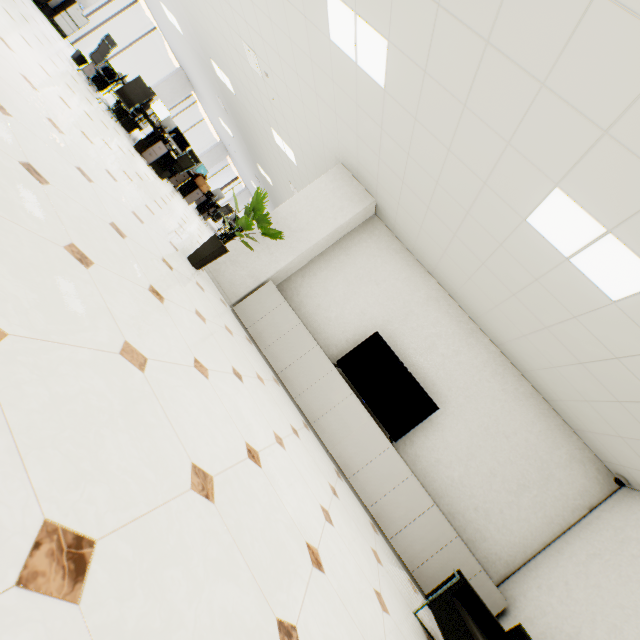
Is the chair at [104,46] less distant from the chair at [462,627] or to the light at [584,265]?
the light at [584,265]

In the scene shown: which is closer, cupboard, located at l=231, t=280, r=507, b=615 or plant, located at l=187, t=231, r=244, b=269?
cupboard, located at l=231, t=280, r=507, b=615

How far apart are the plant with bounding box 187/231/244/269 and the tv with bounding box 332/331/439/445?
2.0 meters

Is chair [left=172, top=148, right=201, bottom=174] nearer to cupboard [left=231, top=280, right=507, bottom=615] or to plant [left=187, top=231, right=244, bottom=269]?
plant [left=187, top=231, right=244, bottom=269]

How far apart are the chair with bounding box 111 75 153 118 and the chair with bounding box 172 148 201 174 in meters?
1.3 m

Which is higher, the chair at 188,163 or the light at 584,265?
the light at 584,265

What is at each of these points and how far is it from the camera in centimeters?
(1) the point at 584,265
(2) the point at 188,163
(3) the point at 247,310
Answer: (1) light, 268cm
(2) chair, 930cm
(3) cupboard, 507cm

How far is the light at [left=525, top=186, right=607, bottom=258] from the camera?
2.4m
